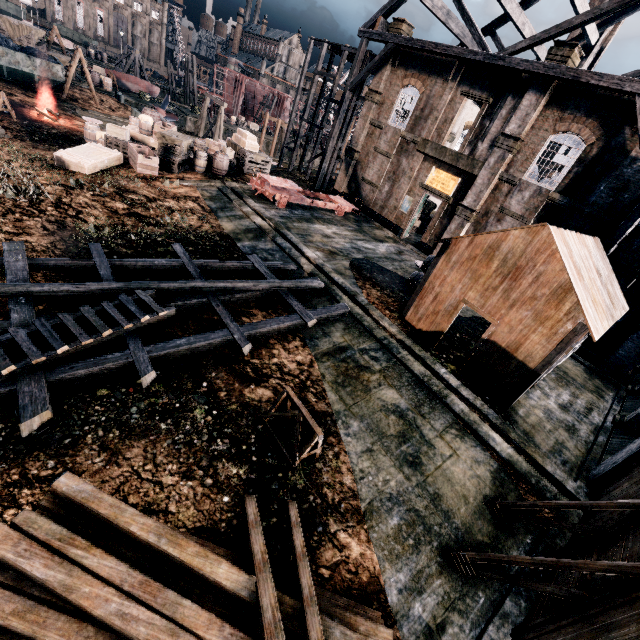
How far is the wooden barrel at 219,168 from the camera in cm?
2236

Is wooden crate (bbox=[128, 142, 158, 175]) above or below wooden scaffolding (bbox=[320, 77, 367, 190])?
below

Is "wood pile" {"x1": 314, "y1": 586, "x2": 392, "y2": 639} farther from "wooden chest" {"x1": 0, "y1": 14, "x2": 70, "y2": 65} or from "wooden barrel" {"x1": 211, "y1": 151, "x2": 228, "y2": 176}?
"wooden chest" {"x1": 0, "y1": 14, "x2": 70, "y2": 65}

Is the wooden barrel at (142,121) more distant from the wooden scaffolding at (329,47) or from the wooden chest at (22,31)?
the wooden chest at (22,31)

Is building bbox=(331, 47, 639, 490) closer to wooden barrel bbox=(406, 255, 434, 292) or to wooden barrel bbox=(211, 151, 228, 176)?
wooden barrel bbox=(211, 151, 228, 176)

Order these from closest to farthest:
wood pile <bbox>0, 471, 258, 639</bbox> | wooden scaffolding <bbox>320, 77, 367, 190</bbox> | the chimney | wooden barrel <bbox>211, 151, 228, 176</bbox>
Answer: wood pile <bbox>0, 471, 258, 639</bbox> → wooden barrel <bbox>211, 151, 228, 176</bbox> → wooden scaffolding <bbox>320, 77, 367, 190</bbox> → the chimney

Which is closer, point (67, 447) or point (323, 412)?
point (67, 447)

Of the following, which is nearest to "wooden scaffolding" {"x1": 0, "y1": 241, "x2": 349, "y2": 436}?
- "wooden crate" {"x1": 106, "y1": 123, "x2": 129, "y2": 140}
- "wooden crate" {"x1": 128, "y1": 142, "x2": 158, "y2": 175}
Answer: "wooden crate" {"x1": 128, "y1": 142, "x2": 158, "y2": 175}
